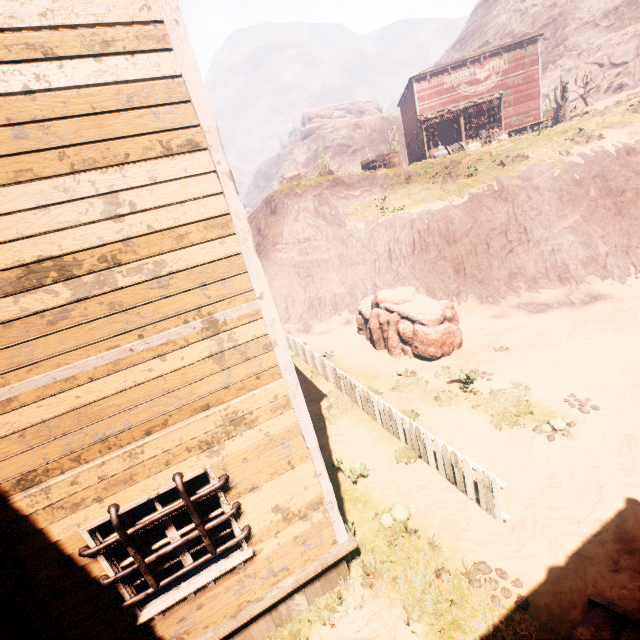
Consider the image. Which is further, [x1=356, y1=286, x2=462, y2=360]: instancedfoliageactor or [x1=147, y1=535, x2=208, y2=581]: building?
[x1=356, y1=286, x2=462, y2=360]: instancedfoliageactor

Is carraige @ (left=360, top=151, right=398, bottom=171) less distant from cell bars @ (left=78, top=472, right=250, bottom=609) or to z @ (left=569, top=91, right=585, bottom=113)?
z @ (left=569, top=91, right=585, bottom=113)

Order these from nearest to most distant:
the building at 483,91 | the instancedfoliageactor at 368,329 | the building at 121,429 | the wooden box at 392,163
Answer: the building at 121,429 < the instancedfoliageactor at 368,329 < the wooden box at 392,163 < the building at 483,91

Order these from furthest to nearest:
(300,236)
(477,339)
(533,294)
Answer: (300,236)
(533,294)
(477,339)

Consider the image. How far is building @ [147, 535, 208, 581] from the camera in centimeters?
397cm

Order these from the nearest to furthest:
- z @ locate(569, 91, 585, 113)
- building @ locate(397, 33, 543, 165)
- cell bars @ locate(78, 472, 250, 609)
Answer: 1. cell bars @ locate(78, 472, 250, 609)
2. building @ locate(397, 33, 543, 165)
3. z @ locate(569, 91, 585, 113)

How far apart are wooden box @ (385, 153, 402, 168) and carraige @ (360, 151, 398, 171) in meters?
0.0 m

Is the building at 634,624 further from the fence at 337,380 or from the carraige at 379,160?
the carraige at 379,160
